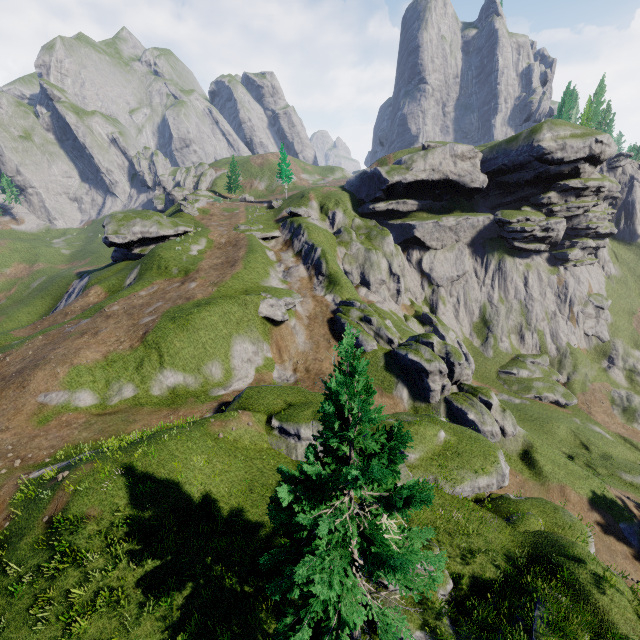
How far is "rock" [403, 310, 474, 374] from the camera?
53.8 meters

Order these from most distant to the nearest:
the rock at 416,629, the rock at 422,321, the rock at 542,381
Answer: the rock at 422,321 → the rock at 542,381 → the rock at 416,629

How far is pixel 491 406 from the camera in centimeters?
3108cm

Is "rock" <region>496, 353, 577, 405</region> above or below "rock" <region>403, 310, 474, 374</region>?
below

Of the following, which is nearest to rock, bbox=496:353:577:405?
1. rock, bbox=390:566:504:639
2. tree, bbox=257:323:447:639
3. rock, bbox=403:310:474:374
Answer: rock, bbox=403:310:474:374

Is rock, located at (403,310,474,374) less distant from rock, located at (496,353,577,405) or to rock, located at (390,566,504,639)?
rock, located at (496,353,577,405)

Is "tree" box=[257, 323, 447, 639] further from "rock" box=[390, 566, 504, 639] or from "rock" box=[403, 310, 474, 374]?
"rock" box=[403, 310, 474, 374]

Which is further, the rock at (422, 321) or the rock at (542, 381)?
the rock at (422, 321)
